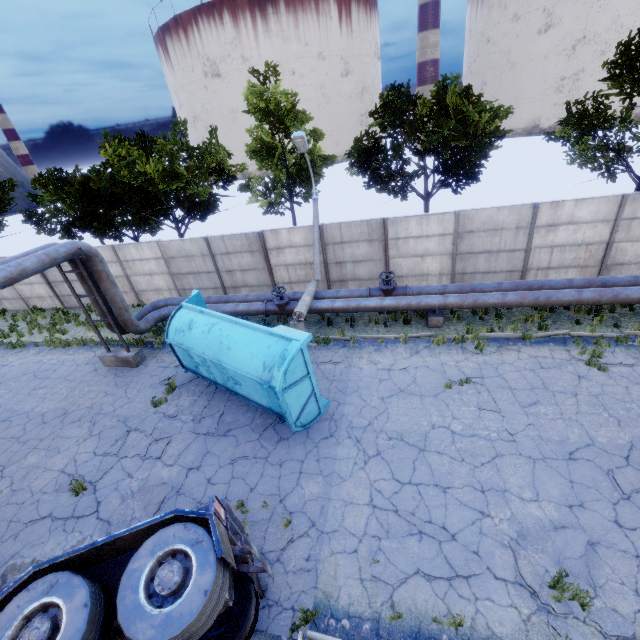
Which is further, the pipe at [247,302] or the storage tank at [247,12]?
the storage tank at [247,12]

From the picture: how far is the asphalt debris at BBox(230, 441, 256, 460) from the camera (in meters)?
8.84

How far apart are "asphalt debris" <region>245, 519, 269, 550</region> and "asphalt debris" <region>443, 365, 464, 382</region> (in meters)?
5.80

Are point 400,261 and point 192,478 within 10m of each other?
no

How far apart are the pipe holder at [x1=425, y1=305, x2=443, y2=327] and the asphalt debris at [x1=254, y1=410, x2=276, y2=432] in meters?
6.6 m

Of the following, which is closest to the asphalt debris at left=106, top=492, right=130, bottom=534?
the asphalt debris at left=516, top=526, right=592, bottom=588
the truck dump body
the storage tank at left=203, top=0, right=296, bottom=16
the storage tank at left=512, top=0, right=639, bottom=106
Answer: the truck dump body

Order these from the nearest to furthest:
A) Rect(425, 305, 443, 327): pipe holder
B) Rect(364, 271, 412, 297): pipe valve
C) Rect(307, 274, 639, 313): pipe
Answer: Rect(307, 274, 639, 313): pipe
Rect(425, 305, 443, 327): pipe holder
Rect(364, 271, 412, 297): pipe valve

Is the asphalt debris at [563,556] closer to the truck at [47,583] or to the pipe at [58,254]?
the truck at [47,583]
